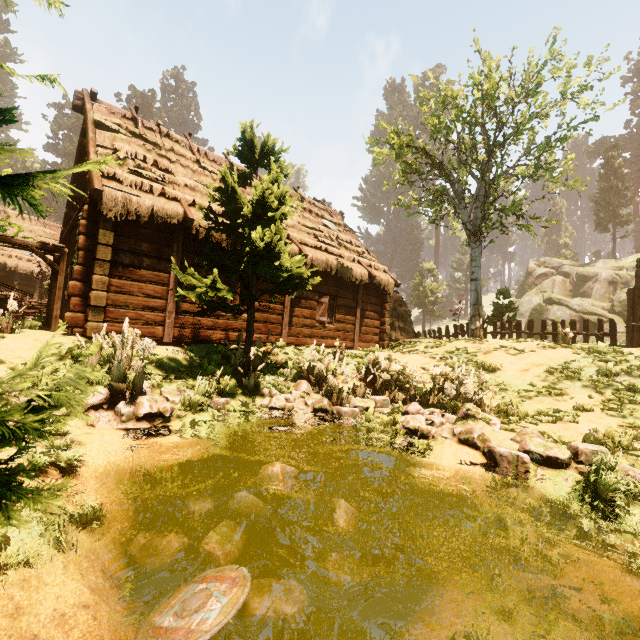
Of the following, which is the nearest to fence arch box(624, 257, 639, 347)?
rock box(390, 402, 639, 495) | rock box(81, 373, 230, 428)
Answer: rock box(390, 402, 639, 495)

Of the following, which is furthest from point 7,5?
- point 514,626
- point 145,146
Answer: point 145,146

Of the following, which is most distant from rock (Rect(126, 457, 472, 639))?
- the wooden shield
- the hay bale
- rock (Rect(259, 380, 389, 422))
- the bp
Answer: the hay bale

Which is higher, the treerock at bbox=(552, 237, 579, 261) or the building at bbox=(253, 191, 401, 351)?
the treerock at bbox=(552, 237, 579, 261)

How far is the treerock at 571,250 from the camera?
55.3 meters

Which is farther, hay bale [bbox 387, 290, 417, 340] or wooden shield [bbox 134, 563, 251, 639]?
hay bale [bbox 387, 290, 417, 340]

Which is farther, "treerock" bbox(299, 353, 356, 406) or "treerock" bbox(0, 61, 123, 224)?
"treerock" bbox(299, 353, 356, 406)

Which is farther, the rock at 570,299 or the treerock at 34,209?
the rock at 570,299
